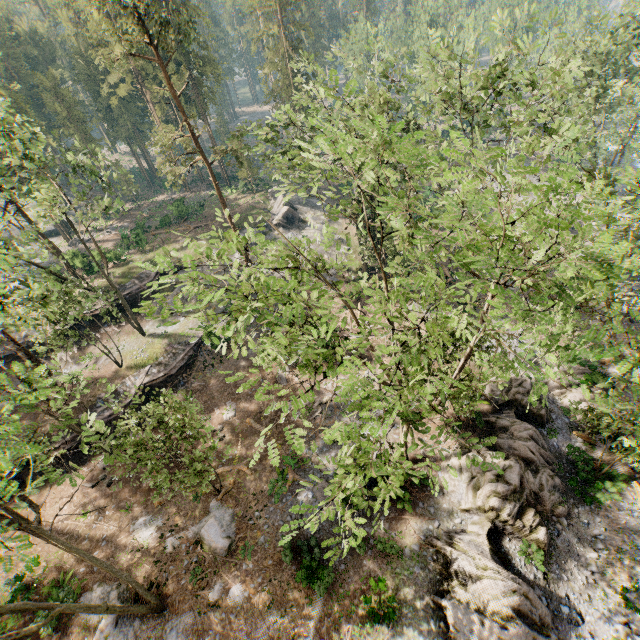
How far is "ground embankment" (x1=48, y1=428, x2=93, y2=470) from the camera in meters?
23.7

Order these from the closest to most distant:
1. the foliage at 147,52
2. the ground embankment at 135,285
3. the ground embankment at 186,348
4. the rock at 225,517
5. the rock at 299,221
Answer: the foliage at 147,52, the rock at 225,517, the ground embankment at 186,348, the ground embankment at 135,285, the rock at 299,221

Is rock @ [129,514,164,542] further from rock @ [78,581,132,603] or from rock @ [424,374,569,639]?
rock @ [424,374,569,639]

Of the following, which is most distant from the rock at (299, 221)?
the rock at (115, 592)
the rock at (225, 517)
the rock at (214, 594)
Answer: the rock at (214, 594)

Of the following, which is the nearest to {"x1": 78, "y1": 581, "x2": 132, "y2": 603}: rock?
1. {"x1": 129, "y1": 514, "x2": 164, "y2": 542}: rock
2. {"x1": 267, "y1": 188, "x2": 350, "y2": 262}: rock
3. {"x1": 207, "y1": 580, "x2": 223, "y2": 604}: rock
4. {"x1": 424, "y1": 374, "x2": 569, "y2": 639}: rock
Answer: {"x1": 207, "y1": 580, "x2": 223, "y2": 604}: rock

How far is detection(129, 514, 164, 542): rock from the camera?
19.5 meters

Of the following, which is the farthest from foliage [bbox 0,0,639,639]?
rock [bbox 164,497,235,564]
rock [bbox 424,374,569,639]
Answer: rock [bbox 164,497,235,564]

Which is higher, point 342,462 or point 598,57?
point 598,57
